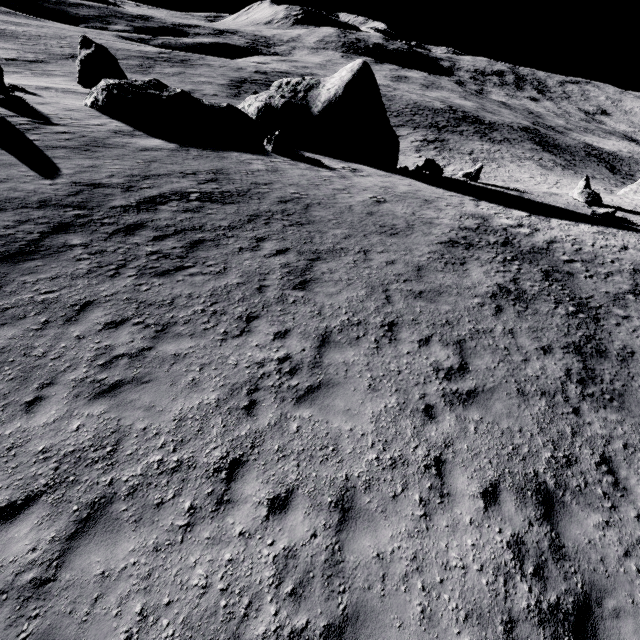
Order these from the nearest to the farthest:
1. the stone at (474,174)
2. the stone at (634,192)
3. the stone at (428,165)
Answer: the stone at (428,165), the stone at (474,174), the stone at (634,192)

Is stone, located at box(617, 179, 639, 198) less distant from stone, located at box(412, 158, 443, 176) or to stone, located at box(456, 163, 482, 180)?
stone, located at box(456, 163, 482, 180)

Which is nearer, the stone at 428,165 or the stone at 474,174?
the stone at 428,165

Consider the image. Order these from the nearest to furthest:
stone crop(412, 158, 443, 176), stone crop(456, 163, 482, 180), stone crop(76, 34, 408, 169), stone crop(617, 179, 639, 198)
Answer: stone crop(76, 34, 408, 169), stone crop(412, 158, 443, 176), stone crop(456, 163, 482, 180), stone crop(617, 179, 639, 198)

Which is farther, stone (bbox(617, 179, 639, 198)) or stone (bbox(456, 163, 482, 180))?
stone (bbox(617, 179, 639, 198))

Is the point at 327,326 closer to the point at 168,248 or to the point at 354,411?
the point at 354,411

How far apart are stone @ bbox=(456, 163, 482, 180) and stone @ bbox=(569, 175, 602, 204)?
7.3 meters
